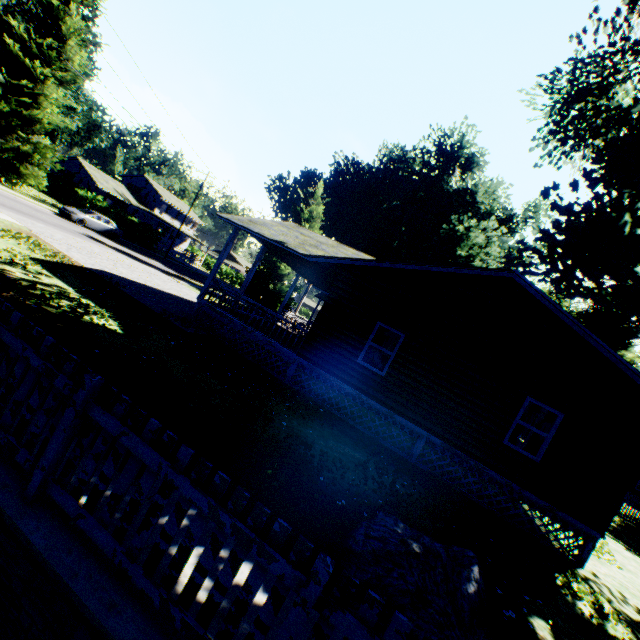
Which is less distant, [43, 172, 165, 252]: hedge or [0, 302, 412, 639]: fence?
[0, 302, 412, 639]: fence

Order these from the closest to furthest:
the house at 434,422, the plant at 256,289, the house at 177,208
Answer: the house at 434,422 < the plant at 256,289 < the house at 177,208

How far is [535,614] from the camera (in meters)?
5.45

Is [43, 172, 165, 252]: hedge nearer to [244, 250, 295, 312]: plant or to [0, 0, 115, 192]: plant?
[0, 0, 115, 192]: plant

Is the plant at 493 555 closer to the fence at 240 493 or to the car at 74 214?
the fence at 240 493

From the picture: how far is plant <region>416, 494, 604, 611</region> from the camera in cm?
643

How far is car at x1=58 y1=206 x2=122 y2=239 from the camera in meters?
26.3

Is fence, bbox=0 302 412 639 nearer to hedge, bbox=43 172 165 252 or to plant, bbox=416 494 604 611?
plant, bbox=416 494 604 611
